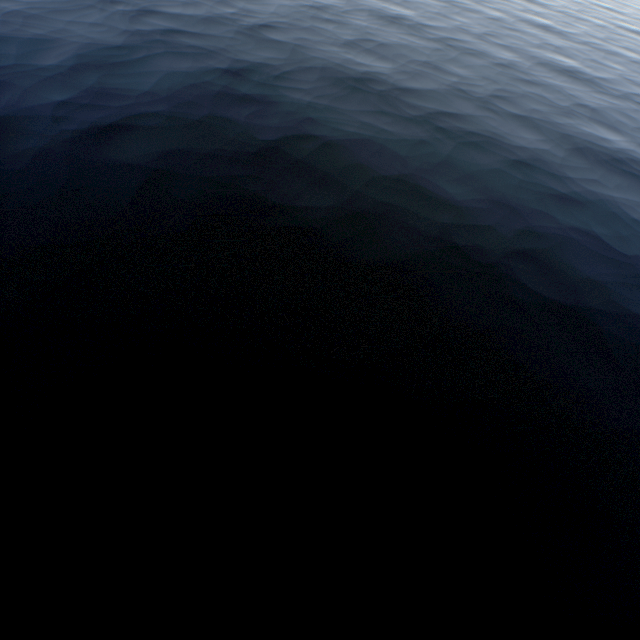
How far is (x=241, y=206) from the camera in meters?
13.6
